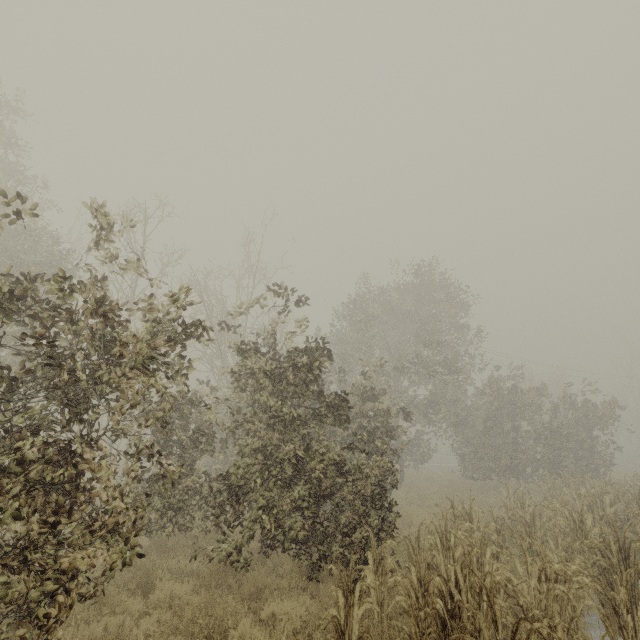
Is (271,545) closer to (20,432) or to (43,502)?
(43,502)
